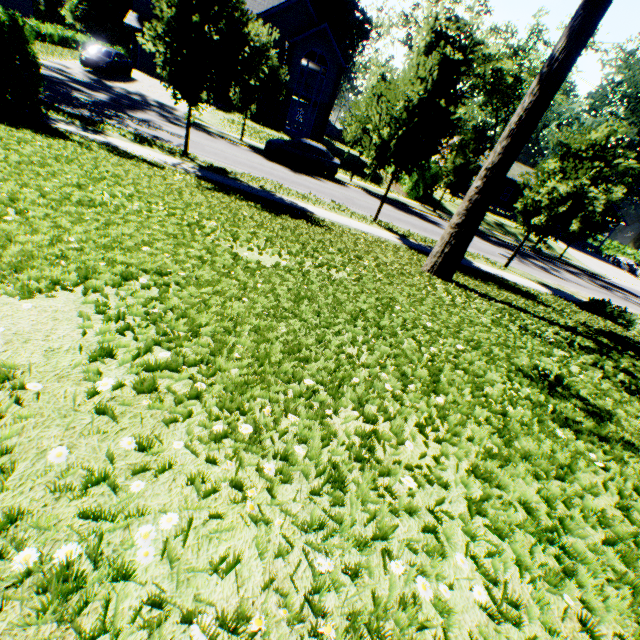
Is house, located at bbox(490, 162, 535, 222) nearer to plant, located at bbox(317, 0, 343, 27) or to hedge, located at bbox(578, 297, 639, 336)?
plant, located at bbox(317, 0, 343, 27)

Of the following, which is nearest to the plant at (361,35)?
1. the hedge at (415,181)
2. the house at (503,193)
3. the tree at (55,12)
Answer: the tree at (55,12)

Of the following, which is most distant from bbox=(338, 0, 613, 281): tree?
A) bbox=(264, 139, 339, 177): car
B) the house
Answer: the house

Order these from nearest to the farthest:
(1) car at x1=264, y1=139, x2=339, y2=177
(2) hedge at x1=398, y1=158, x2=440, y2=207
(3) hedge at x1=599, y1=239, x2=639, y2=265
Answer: (1) car at x1=264, y1=139, x2=339, y2=177, (2) hedge at x1=398, y1=158, x2=440, y2=207, (3) hedge at x1=599, y1=239, x2=639, y2=265

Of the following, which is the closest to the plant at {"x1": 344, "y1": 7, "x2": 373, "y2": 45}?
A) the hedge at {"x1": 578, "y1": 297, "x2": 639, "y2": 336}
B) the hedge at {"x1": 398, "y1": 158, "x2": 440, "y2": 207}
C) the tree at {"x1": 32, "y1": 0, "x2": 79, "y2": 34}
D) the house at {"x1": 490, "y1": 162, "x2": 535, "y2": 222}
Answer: the tree at {"x1": 32, "y1": 0, "x2": 79, "y2": 34}

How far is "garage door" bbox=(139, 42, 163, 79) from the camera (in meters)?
32.00

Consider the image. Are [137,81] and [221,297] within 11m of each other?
no

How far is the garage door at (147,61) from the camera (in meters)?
32.00
